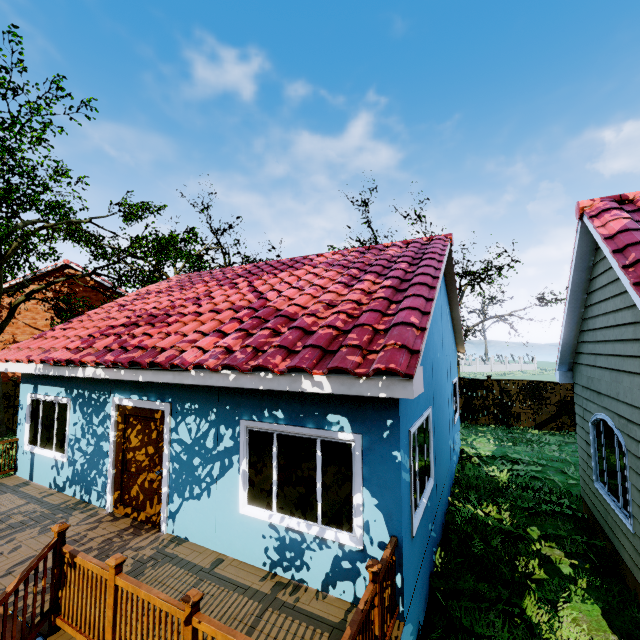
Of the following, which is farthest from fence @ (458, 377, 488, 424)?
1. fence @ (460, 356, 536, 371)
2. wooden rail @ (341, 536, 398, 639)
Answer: wooden rail @ (341, 536, 398, 639)

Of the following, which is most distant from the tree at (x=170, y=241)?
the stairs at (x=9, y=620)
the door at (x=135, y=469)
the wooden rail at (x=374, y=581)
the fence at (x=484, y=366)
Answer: the door at (x=135, y=469)

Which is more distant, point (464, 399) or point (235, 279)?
point (464, 399)

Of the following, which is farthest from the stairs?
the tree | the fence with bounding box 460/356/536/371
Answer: the tree

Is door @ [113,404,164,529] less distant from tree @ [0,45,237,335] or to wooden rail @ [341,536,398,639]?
wooden rail @ [341,536,398,639]

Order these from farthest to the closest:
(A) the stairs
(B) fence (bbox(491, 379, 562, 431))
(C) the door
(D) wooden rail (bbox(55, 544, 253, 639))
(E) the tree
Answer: (B) fence (bbox(491, 379, 562, 431)), (E) the tree, (C) the door, (A) the stairs, (D) wooden rail (bbox(55, 544, 253, 639))

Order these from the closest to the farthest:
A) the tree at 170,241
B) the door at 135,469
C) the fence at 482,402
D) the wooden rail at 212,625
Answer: the wooden rail at 212,625 < the door at 135,469 < the tree at 170,241 < the fence at 482,402

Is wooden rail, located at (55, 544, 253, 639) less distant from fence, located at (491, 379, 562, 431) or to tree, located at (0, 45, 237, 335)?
tree, located at (0, 45, 237, 335)
